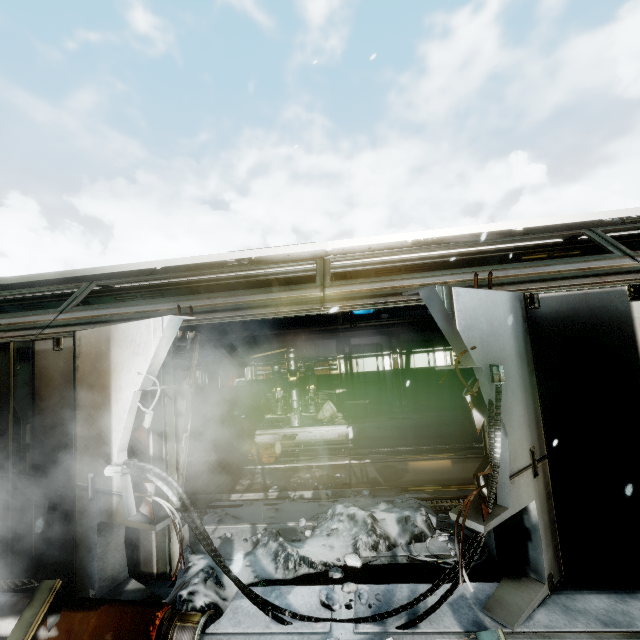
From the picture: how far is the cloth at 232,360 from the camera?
13.6 meters

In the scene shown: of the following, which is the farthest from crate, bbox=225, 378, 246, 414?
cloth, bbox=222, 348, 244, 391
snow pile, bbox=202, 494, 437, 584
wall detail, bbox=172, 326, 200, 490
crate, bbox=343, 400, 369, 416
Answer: wall detail, bbox=172, 326, 200, 490

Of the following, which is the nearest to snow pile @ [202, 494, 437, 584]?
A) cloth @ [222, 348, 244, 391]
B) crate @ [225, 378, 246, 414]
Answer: crate @ [225, 378, 246, 414]

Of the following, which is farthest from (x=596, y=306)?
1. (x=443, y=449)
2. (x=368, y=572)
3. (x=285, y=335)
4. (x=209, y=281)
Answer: (x=285, y=335)

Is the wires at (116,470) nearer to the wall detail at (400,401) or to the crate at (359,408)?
the crate at (359,408)

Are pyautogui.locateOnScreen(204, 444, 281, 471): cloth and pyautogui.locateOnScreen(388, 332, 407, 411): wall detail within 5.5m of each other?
yes

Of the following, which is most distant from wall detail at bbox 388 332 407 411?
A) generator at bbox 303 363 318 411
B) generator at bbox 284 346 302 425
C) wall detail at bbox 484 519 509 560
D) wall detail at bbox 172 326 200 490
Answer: wall detail at bbox 172 326 200 490

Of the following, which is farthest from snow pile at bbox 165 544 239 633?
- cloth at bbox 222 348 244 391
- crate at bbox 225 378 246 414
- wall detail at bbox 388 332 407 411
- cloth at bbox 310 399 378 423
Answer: cloth at bbox 222 348 244 391
